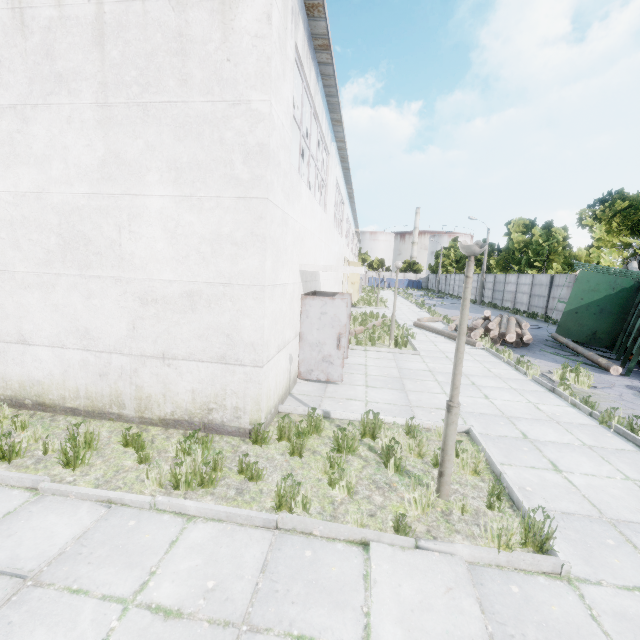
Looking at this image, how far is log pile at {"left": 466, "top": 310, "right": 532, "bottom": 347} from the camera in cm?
1387

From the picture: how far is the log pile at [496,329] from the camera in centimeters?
1387cm

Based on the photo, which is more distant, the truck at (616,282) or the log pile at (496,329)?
the log pile at (496,329)

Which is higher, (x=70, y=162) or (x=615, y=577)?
(x=70, y=162)

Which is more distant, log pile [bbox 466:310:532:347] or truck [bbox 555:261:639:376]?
log pile [bbox 466:310:532:347]
